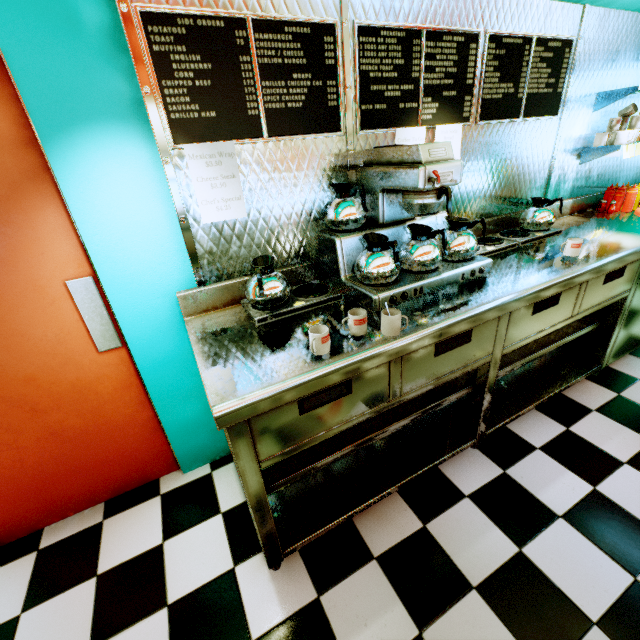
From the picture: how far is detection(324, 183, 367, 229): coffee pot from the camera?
1.7m

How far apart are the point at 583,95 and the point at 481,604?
3.6m

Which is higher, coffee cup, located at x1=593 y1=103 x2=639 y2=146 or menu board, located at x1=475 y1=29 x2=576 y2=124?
menu board, located at x1=475 y1=29 x2=576 y2=124

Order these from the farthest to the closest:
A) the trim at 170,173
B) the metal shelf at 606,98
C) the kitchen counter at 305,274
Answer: the metal shelf at 606,98 < the kitchen counter at 305,274 < the trim at 170,173

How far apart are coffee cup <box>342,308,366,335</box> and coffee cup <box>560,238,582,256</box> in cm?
149

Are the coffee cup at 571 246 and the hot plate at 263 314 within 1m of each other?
no

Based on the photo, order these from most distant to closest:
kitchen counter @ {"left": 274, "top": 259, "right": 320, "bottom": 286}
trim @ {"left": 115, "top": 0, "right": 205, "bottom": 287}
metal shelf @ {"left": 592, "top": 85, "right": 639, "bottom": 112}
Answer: metal shelf @ {"left": 592, "top": 85, "right": 639, "bottom": 112}
kitchen counter @ {"left": 274, "top": 259, "right": 320, "bottom": 286}
trim @ {"left": 115, "top": 0, "right": 205, "bottom": 287}

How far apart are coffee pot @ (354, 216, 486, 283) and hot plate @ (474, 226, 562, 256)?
0.2m
